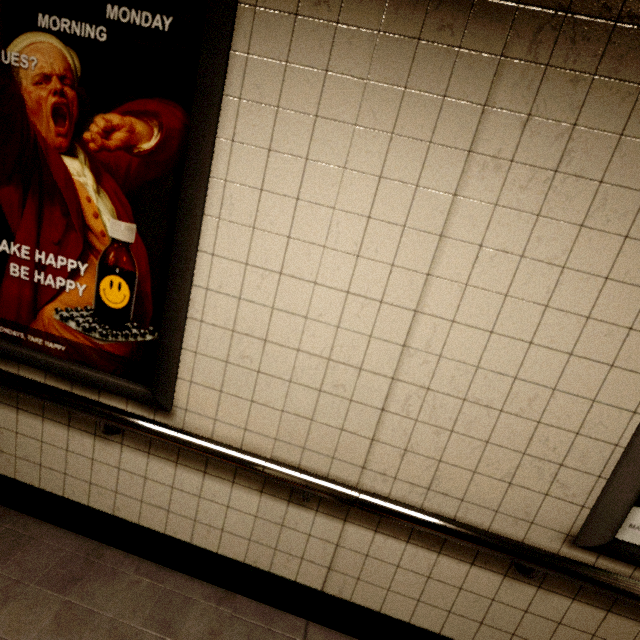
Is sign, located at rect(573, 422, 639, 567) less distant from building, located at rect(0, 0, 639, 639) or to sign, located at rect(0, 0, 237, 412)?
building, located at rect(0, 0, 639, 639)

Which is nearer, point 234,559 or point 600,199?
point 600,199

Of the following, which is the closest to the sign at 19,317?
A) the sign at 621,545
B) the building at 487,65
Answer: the building at 487,65

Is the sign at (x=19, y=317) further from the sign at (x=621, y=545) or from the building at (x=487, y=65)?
the sign at (x=621, y=545)

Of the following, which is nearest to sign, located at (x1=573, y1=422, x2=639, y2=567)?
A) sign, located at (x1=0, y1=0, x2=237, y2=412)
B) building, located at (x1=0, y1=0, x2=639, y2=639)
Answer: building, located at (x1=0, y1=0, x2=639, y2=639)
